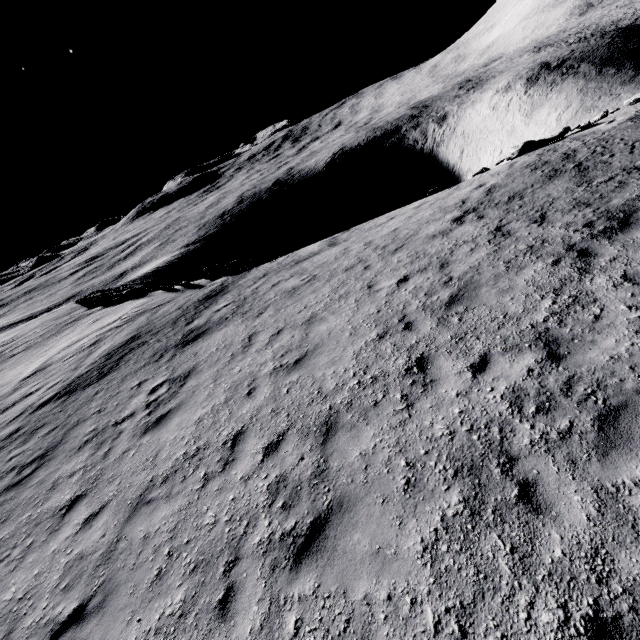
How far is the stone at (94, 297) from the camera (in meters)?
24.12

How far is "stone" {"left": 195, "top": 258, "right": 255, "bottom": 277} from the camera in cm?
1991

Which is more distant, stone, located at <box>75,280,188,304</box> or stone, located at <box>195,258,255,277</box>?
stone, located at <box>75,280,188,304</box>

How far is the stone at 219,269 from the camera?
19.9 meters

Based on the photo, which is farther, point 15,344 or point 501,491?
point 15,344

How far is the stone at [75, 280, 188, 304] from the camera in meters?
24.1
